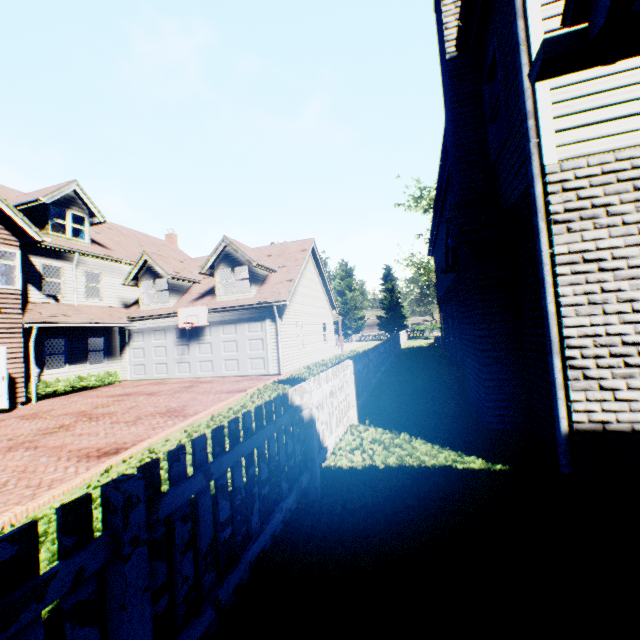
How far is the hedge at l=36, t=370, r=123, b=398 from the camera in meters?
13.9 m

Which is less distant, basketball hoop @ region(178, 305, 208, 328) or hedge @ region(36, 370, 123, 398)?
hedge @ region(36, 370, 123, 398)

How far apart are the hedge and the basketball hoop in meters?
4.4 m

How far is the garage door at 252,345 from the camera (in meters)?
15.85

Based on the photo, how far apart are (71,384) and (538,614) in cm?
1824

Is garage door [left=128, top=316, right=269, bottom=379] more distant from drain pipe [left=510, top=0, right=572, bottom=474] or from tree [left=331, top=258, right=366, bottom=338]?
tree [left=331, top=258, right=366, bottom=338]

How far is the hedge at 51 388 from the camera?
13.9 meters

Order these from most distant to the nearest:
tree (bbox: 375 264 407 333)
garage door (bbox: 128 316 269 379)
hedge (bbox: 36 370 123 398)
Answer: tree (bbox: 375 264 407 333), garage door (bbox: 128 316 269 379), hedge (bbox: 36 370 123 398)
